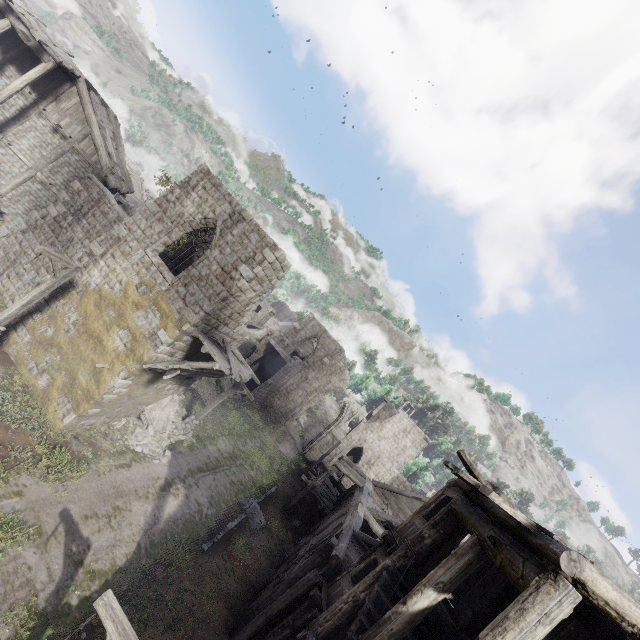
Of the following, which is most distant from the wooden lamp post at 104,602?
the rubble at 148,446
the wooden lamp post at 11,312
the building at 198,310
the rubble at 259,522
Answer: the rubble at 259,522

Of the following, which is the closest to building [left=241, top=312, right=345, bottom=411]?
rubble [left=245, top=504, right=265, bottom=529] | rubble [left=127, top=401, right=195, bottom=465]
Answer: rubble [left=127, top=401, right=195, bottom=465]

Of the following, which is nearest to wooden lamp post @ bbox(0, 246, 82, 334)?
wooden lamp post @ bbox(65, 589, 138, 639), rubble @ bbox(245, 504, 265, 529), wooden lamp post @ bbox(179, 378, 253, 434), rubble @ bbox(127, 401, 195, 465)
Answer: rubble @ bbox(127, 401, 195, 465)

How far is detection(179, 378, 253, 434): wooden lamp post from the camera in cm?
1889

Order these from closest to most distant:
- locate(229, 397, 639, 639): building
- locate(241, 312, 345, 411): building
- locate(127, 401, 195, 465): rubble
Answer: locate(229, 397, 639, 639): building
locate(127, 401, 195, 465): rubble
locate(241, 312, 345, 411): building

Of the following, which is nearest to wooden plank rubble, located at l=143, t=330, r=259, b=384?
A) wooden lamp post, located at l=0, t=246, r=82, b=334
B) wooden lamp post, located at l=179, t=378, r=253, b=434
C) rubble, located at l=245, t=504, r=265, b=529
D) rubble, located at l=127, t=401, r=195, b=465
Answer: wooden lamp post, located at l=179, t=378, r=253, b=434

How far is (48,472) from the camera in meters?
11.0 m

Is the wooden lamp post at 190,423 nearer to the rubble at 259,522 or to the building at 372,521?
the building at 372,521
